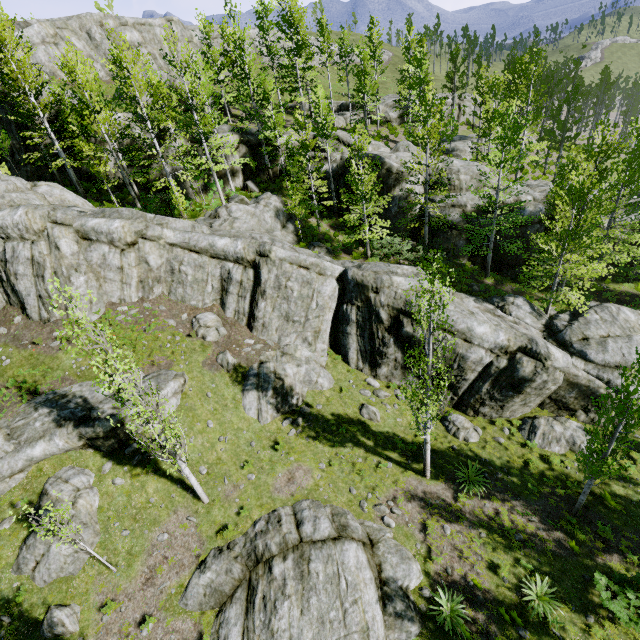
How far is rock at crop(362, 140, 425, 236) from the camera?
24.86m

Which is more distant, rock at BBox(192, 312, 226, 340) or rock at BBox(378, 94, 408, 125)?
rock at BBox(378, 94, 408, 125)

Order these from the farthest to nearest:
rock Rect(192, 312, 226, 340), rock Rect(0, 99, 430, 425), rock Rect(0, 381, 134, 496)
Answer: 1. rock Rect(192, 312, 226, 340)
2. rock Rect(0, 99, 430, 425)
3. rock Rect(0, 381, 134, 496)

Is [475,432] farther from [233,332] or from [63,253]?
[63,253]

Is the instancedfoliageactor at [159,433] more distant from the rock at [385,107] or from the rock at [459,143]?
the rock at [385,107]

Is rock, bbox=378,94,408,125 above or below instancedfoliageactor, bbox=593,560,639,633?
above

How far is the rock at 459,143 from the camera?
25.1 meters
